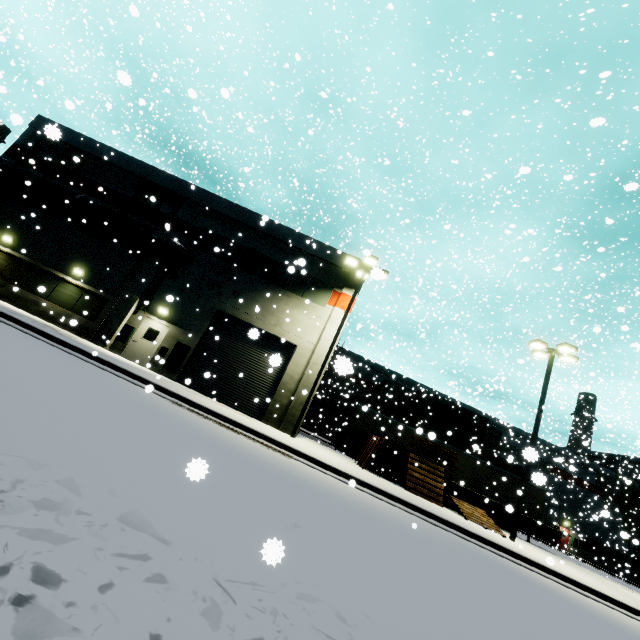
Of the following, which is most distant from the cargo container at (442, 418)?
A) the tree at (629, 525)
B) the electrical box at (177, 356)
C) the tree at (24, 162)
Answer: the tree at (24, 162)

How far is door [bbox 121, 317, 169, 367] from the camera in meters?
17.1 m

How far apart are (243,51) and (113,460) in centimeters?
4291cm

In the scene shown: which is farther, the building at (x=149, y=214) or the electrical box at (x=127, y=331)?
the building at (x=149, y=214)

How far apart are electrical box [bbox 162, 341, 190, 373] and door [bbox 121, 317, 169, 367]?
0.8 meters

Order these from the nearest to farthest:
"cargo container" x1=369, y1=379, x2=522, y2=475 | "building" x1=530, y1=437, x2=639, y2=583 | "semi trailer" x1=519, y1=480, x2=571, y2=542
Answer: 1. "semi trailer" x1=519, y1=480, x2=571, y2=542
2. "cargo container" x1=369, y1=379, x2=522, y2=475
3. "building" x1=530, y1=437, x2=639, y2=583

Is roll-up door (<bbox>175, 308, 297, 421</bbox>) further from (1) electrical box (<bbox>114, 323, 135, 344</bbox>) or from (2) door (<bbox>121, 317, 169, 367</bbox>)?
(1) electrical box (<bbox>114, 323, 135, 344</bbox>)

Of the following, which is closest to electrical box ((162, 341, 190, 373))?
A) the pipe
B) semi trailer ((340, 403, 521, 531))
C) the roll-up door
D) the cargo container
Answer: the roll-up door
